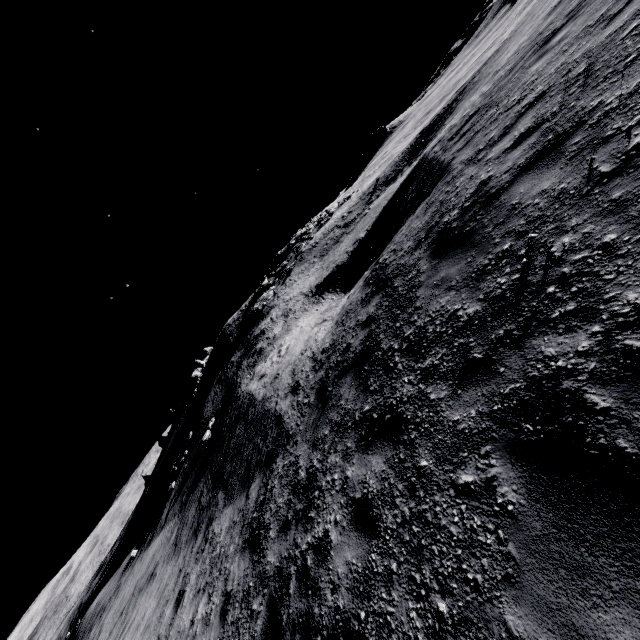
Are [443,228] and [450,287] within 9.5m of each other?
yes

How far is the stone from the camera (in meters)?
32.25

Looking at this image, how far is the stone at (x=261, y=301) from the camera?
32.2m
